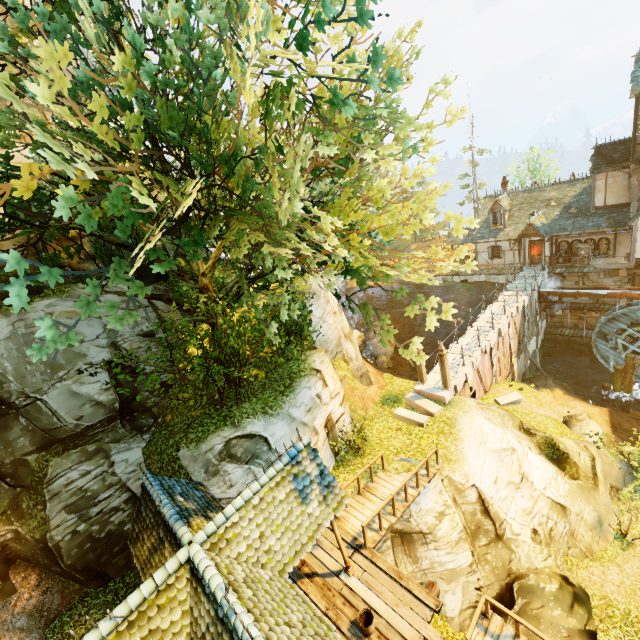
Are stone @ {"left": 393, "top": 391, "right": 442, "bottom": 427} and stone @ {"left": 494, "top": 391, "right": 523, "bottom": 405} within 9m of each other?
yes

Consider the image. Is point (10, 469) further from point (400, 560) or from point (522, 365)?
point (522, 365)

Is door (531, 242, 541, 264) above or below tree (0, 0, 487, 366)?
below

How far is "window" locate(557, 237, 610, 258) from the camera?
24.6m

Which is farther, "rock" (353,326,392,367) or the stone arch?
the stone arch

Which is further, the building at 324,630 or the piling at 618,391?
the piling at 618,391

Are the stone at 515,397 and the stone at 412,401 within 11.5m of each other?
yes

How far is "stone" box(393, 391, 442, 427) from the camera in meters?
15.5
